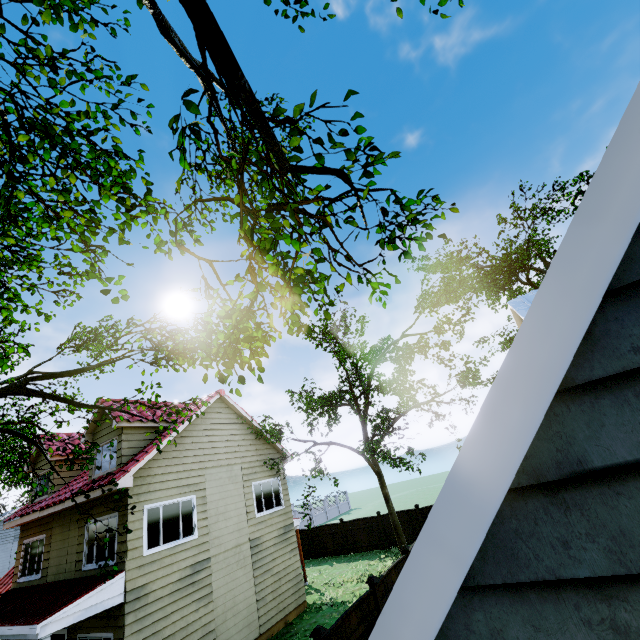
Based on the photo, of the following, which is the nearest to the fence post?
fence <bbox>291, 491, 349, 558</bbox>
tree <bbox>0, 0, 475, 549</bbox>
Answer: fence <bbox>291, 491, 349, 558</bbox>

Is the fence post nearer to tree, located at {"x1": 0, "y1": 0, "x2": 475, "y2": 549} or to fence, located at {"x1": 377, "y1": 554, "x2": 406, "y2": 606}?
fence, located at {"x1": 377, "y1": 554, "x2": 406, "y2": 606}

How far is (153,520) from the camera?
10.6 meters

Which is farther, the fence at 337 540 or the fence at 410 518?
the fence at 337 540

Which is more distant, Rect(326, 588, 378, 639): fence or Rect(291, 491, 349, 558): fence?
Rect(291, 491, 349, 558): fence

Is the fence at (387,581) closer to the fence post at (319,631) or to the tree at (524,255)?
the fence post at (319,631)
